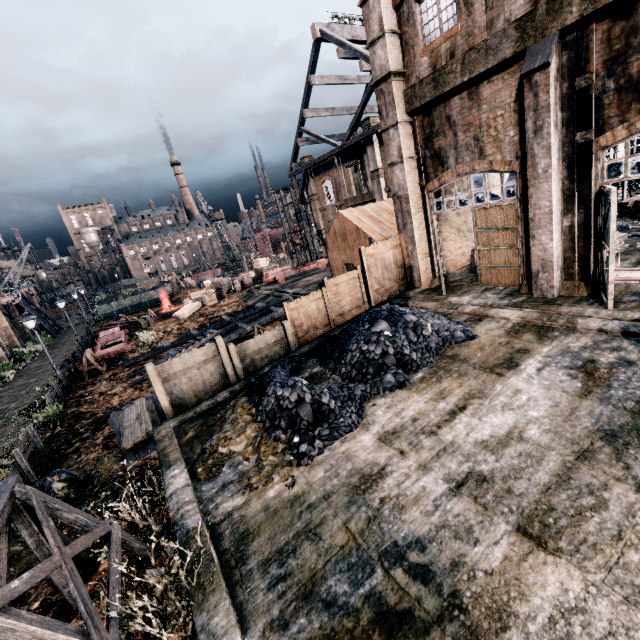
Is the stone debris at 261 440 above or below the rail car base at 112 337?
above

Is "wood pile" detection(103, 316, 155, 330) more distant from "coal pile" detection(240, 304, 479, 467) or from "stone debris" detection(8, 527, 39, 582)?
"coal pile" detection(240, 304, 479, 467)

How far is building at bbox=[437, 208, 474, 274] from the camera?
17.3 meters

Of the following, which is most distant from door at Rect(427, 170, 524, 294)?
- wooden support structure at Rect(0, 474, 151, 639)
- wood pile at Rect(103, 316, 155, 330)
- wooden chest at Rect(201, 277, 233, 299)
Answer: wood pile at Rect(103, 316, 155, 330)

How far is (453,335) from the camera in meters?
10.9 m

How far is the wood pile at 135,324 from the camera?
35.8m

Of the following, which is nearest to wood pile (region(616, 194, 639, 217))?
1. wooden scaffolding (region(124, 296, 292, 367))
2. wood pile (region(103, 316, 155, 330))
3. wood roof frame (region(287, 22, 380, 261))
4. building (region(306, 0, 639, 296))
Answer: wood roof frame (region(287, 22, 380, 261))

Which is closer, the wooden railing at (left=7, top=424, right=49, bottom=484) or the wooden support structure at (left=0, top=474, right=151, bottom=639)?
the wooden support structure at (left=0, top=474, right=151, bottom=639)
